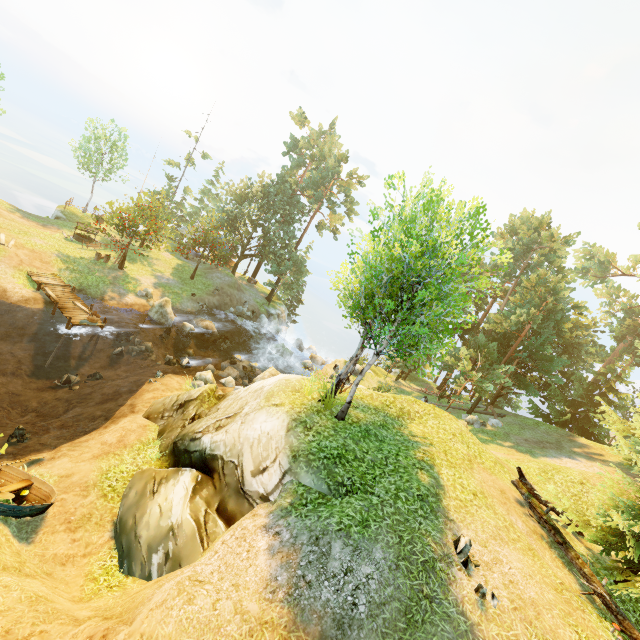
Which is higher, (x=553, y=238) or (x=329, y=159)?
(x=553, y=238)

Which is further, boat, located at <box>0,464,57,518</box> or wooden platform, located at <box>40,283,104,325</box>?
wooden platform, located at <box>40,283,104,325</box>

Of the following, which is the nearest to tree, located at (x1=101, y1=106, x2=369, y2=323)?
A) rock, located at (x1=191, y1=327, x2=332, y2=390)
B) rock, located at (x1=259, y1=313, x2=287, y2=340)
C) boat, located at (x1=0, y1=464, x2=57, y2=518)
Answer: rock, located at (x1=259, y1=313, x2=287, y2=340)

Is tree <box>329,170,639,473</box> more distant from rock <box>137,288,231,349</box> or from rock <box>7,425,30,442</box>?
rock <box>7,425,30,442</box>

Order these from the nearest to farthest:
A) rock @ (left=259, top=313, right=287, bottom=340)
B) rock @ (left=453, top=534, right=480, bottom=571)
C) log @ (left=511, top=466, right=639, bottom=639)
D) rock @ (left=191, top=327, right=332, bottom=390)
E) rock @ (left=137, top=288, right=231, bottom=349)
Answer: rock @ (left=453, top=534, right=480, bottom=571)
log @ (left=511, top=466, right=639, bottom=639)
rock @ (left=191, top=327, right=332, bottom=390)
rock @ (left=137, top=288, right=231, bottom=349)
rock @ (left=259, top=313, right=287, bottom=340)

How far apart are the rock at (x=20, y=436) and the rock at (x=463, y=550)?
15.2m

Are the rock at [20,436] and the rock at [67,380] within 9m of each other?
yes

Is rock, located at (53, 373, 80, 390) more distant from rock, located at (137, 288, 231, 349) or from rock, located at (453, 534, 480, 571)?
rock, located at (453, 534, 480, 571)
